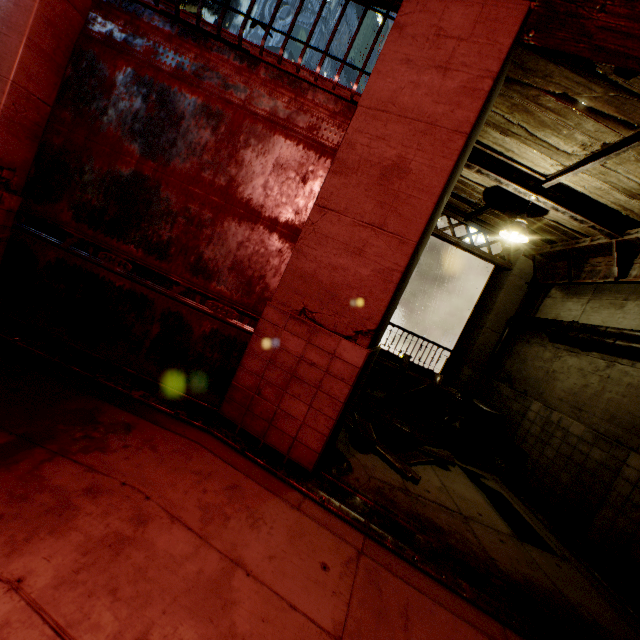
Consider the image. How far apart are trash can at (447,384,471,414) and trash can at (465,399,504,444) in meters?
0.1 m

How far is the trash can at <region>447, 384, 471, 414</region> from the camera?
8.5m

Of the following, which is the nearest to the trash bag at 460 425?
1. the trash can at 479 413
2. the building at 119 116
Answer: the trash can at 479 413

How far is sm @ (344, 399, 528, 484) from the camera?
5.2 meters

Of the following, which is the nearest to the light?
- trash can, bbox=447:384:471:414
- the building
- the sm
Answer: the building

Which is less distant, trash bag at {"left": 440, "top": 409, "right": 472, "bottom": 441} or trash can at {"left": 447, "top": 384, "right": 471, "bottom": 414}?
trash bag at {"left": 440, "top": 409, "right": 472, "bottom": 441}

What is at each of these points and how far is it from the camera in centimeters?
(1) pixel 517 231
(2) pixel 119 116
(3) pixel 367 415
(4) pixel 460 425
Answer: (1) light, 631cm
(2) building, 385cm
(3) sm, 648cm
(4) trash bag, 805cm

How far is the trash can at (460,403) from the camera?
8.5 meters
